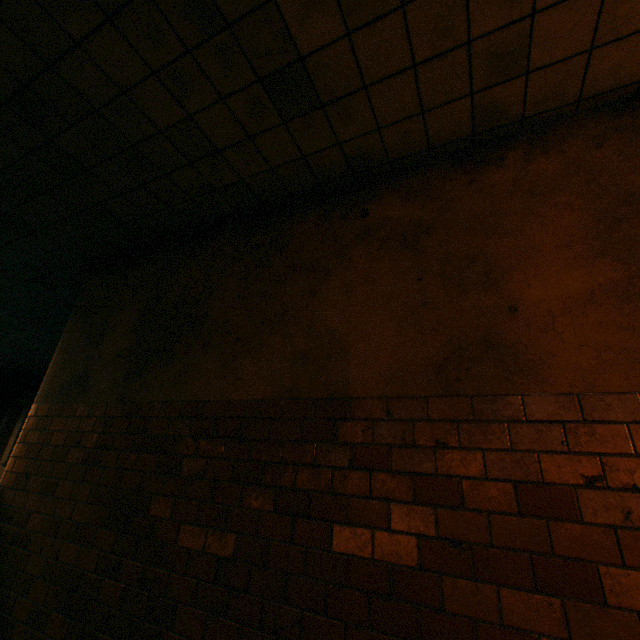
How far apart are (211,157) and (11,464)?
4.0m
